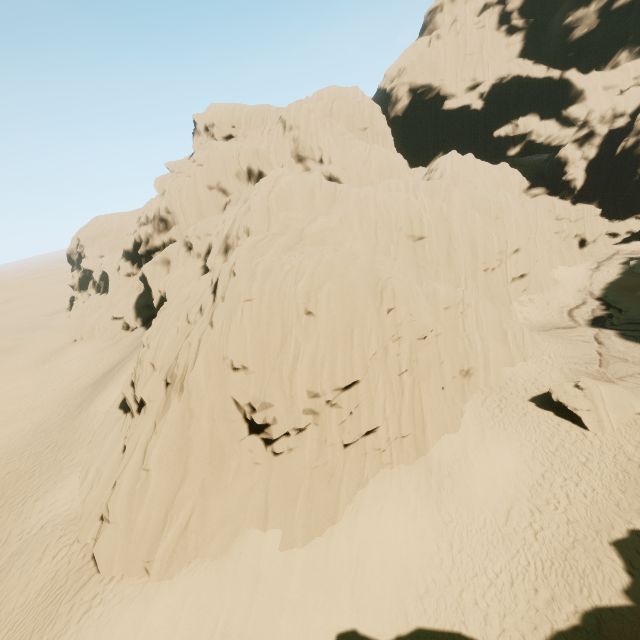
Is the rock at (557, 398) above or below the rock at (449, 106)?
below

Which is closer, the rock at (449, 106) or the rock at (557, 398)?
the rock at (449, 106)

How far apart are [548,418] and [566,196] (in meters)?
35.71

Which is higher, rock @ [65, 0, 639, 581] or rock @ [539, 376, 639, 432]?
rock @ [65, 0, 639, 581]

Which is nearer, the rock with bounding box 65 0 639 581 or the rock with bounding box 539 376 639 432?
the rock with bounding box 65 0 639 581
